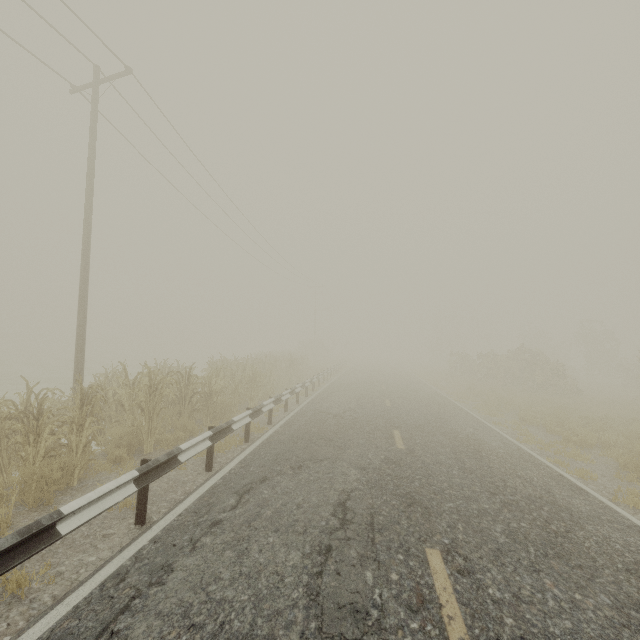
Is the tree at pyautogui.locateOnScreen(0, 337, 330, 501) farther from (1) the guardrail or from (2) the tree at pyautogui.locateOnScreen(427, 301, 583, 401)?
(2) the tree at pyautogui.locateOnScreen(427, 301, 583, 401)

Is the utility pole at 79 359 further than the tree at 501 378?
No

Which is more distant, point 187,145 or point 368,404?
point 187,145

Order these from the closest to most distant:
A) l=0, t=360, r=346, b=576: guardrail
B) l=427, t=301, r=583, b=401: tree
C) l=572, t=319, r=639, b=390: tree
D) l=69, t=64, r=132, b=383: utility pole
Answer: l=0, t=360, r=346, b=576: guardrail < l=69, t=64, r=132, b=383: utility pole < l=427, t=301, r=583, b=401: tree < l=572, t=319, r=639, b=390: tree

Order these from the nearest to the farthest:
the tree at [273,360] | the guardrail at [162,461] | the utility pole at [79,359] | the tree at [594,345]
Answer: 1. the guardrail at [162,461]
2. the tree at [273,360]
3. the utility pole at [79,359]
4. the tree at [594,345]

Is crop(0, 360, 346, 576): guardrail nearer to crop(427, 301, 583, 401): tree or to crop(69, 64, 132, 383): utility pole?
crop(427, 301, 583, 401): tree

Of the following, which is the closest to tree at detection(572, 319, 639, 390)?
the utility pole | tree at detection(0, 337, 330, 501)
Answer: tree at detection(0, 337, 330, 501)

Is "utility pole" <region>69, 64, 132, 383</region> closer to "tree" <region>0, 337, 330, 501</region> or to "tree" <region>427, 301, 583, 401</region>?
"tree" <region>0, 337, 330, 501</region>
